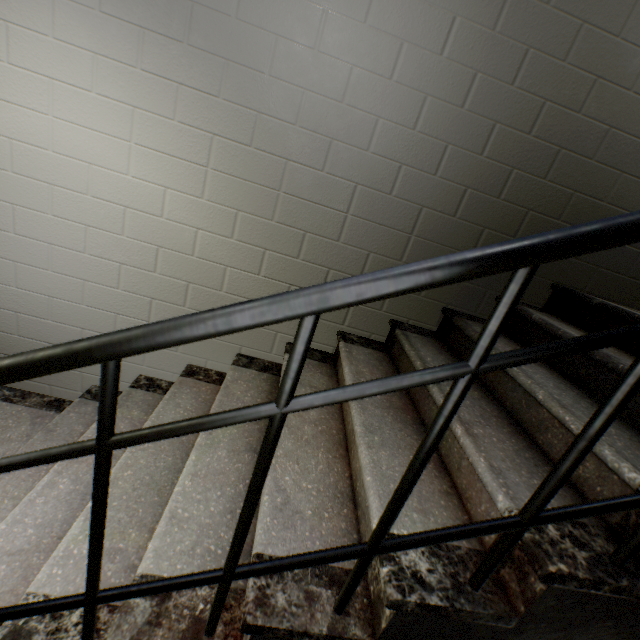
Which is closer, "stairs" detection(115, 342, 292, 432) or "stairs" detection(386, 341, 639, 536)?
"stairs" detection(386, 341, 639, 536)

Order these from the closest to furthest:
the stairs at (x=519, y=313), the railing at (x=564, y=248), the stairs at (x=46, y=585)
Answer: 1. the railing at (x=564, y=248)
2. the stairs at (x=46, y=585)
3. the stairs at (x=519, y=313)

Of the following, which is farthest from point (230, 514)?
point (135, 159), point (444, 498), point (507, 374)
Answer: point (135, 159)

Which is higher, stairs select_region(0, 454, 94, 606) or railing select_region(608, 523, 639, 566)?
railing select_region(608, 523, 639, 566)

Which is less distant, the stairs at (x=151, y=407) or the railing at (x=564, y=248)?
the railing at (x=564, y=248)

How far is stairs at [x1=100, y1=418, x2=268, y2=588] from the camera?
0.99m

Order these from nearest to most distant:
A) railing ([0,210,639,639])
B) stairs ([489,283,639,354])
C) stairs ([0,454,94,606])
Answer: railing ([0,210,639,639]) → stairs ([0,454,94,606]) → stairs ([489,283,639,354])
